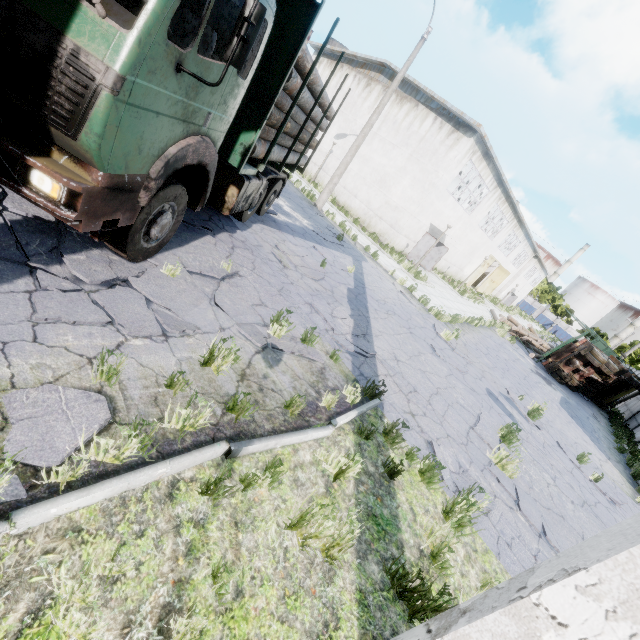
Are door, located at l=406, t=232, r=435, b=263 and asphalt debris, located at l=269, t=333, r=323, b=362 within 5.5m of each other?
no

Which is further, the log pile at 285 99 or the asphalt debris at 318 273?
the asphalt debris at 318 273

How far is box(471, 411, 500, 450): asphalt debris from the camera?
6.81m

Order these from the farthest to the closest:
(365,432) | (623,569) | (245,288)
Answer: (245,288) → (365,432) → (623,569)

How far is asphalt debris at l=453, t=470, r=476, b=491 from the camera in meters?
4.9 m

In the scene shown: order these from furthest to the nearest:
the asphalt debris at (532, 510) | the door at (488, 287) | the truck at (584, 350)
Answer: the door at (488, 287) < the truck at (584, 350) < the asphalt debris at (532, 510)

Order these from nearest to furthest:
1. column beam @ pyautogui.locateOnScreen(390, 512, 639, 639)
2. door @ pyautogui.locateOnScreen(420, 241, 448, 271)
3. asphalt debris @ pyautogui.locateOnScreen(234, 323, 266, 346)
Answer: column beam @ pyautogui.locateOnScreen(390, 512, 639, 639) → asphalt debris @ pyautogui.locateOnScreen(234, 323, 266, 346) → door @ pyautogui.locateOnScreen(420, 241, 448, 271)

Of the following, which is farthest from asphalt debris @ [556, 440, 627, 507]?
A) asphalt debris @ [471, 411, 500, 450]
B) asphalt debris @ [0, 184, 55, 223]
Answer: asphalt debris @ [0, 184, 55, 223]
